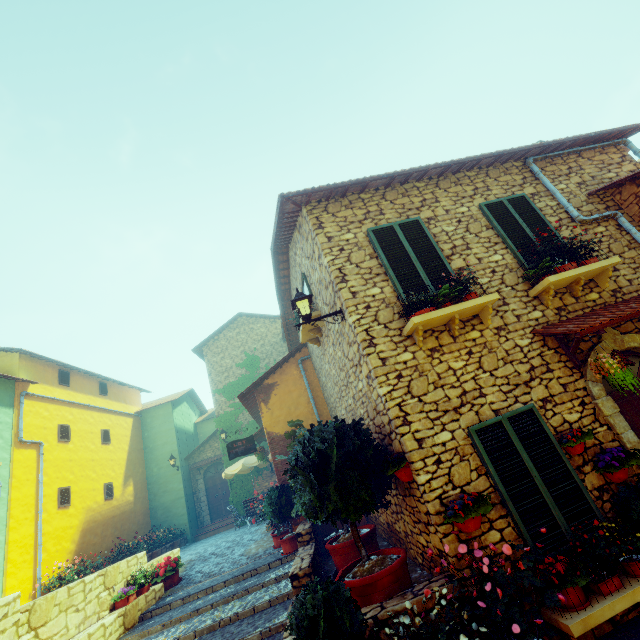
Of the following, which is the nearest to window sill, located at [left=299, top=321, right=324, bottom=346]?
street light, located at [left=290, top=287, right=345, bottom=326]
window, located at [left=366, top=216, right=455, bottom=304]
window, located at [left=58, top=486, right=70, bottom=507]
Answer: street light, located at [left=290, top=287, right=345, bottom=326]

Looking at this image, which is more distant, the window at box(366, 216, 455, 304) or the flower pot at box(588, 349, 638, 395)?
the window at box(366, 216, 455, 304)

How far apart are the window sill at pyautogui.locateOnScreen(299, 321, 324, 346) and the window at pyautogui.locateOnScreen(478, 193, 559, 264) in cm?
390

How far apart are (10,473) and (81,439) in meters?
3.4 m

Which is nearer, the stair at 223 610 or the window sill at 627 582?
the window sill at 627 582

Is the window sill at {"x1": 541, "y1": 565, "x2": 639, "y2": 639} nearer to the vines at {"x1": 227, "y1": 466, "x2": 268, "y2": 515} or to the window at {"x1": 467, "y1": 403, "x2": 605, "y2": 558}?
the window at {"x1": 467, "y1": 403, "x2": 605, "y2": 558}

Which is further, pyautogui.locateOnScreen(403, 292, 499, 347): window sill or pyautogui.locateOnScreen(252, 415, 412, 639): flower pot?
pyautogui.locateOnScreen(403, 292, 499, 347): window sill

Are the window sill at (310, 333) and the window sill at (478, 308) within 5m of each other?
yes
